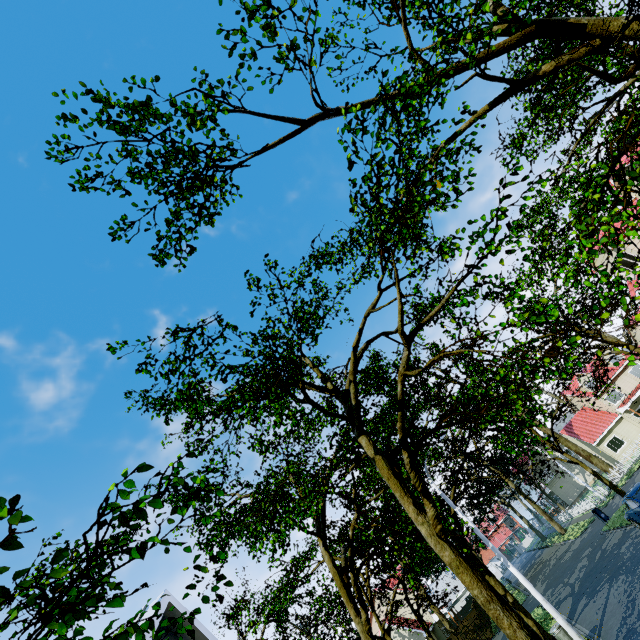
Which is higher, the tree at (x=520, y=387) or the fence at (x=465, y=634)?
the tree at (x=520, y=387)

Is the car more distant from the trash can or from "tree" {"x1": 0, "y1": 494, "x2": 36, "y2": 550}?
the trash can

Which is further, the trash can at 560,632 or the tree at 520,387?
the trash can at 560,632

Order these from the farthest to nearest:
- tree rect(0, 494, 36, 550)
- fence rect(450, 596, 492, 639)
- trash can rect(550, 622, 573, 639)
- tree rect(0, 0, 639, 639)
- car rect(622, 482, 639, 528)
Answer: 1. fence rect(450, 596, 492, 639)
2. car rect(622, 482, 639, 528)
3. trash can rect(550, 622, 573, 639)
4. tree rect(0, 0, 639, 639)
5. tree rect(0, 494, 36, 550)

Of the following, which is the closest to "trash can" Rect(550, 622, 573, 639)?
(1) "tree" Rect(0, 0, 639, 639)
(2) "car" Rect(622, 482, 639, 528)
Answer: (1) "tree" Rect(0, 0, 639, 639)

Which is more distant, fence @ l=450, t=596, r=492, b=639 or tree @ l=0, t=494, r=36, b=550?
fence @ l=450, t=596, r=492, b=639

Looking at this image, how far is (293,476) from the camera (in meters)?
20.69

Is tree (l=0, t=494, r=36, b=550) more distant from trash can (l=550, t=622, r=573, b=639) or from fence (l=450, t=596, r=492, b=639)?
trash can (l=550, t=622, r=573, b=639)
